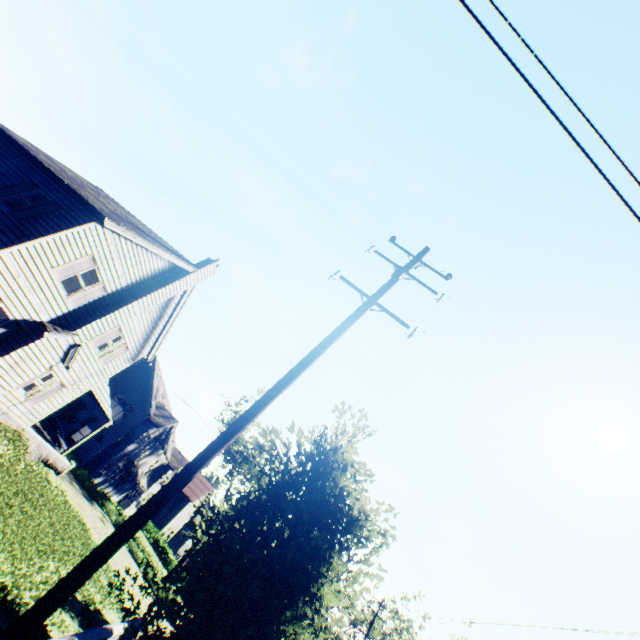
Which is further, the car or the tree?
the tree

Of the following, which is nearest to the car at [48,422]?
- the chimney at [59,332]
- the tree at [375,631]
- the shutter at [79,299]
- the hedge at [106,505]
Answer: the hedge at [106,505]

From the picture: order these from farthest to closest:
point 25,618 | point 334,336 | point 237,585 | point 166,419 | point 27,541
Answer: point 166,419 → point 27,541 → point 334,336 → point 237,585 → point 25,618

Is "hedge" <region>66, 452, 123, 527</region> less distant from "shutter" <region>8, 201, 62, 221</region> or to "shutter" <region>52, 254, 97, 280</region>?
"shutter" <region>52, 254, 97, 280</region>

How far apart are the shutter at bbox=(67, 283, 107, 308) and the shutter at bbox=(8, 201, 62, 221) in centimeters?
343cm

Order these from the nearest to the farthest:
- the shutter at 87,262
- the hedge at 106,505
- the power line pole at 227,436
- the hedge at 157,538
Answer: the power line pole at 227,436 < the shutter at 87,262 < the hedge at 106,505 < the hedge at 157,538

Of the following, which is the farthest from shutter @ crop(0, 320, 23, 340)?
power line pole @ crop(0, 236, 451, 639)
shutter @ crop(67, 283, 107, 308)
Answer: power line pole @ crop(0, 236, 451, 639)

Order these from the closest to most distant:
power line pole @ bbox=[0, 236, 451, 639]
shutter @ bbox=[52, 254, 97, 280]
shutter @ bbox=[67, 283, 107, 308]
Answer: power line pole @ bbox=[0, 236, 451, 639]
shutter @ bbox=[52, 254, 97, 280]
shutter @ bbox=[67, 283, 107, 308]
